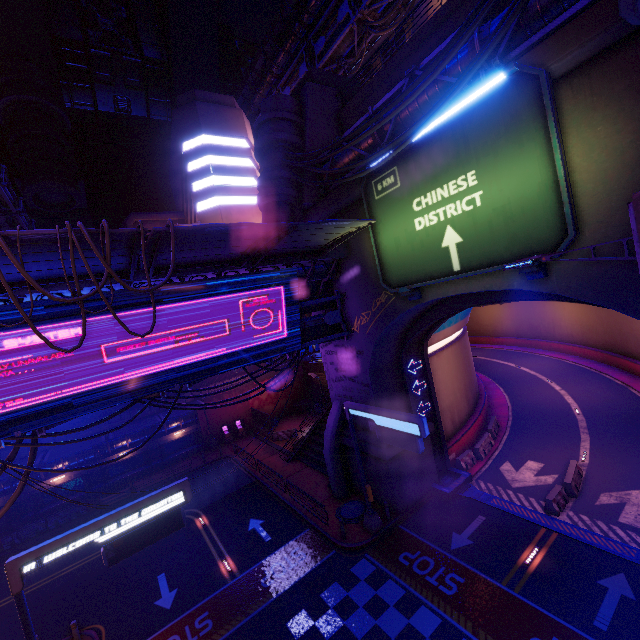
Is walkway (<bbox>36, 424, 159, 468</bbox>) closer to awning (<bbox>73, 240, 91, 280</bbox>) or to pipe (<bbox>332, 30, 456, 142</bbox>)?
awning (<bbox>73, 240, 91, 280</bbox>)

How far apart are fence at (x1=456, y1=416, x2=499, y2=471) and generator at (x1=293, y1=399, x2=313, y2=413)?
21.3m

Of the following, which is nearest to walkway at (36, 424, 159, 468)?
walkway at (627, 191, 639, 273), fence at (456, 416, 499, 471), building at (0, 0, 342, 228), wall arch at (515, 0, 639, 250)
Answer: building at (0, 0, 342, 228)

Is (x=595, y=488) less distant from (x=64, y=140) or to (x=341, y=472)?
(x=341, y=472)

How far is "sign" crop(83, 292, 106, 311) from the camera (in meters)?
10.99

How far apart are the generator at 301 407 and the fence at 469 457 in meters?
21.3

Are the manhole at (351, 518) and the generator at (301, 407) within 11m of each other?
no

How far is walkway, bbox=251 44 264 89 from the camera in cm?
4224
